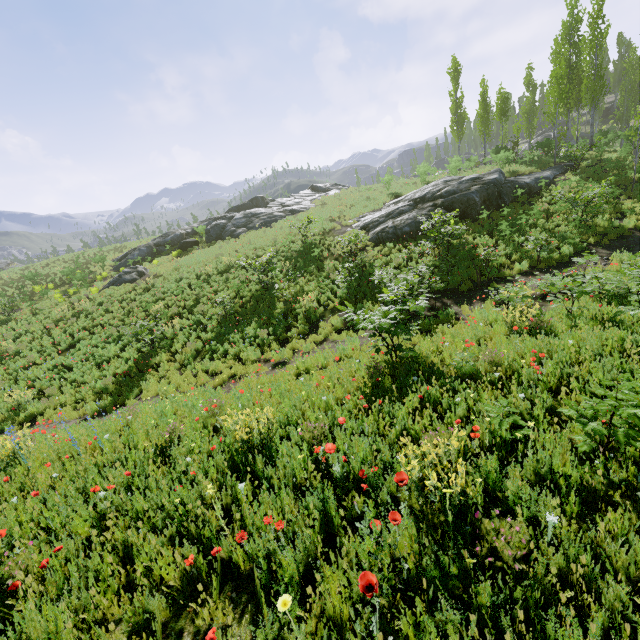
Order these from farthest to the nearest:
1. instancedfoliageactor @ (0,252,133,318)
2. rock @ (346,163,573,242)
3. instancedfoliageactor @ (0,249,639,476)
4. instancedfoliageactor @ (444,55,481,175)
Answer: instancedfoliageactor @ (444,55,481,175), instancedfoliageactor @ (0,252,133,318), rock @ (346,163,573,242), instancedfoliageactor @ (0,249,639,476)

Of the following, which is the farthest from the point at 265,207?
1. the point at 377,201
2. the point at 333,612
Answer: the point at 333,612

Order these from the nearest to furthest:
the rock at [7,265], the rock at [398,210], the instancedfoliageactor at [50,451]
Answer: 1. the instancedfoliageactor at [50,451]
2. the rock at [398,210]
3. the rock at [7,265]

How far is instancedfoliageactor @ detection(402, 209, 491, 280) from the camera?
13.2m

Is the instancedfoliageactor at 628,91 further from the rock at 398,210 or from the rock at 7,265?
the rock at 398,210

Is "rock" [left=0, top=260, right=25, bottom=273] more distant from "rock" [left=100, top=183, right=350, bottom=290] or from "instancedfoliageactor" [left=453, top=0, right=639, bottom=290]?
"rock" [left=100, top=183, right=350, bottom=290]

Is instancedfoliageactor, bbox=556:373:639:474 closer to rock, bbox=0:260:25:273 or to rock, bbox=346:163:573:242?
rock, bbox=0:260:25:273

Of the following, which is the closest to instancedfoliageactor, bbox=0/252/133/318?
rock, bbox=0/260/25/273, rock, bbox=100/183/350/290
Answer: rock, bbox=0/260/25/273
